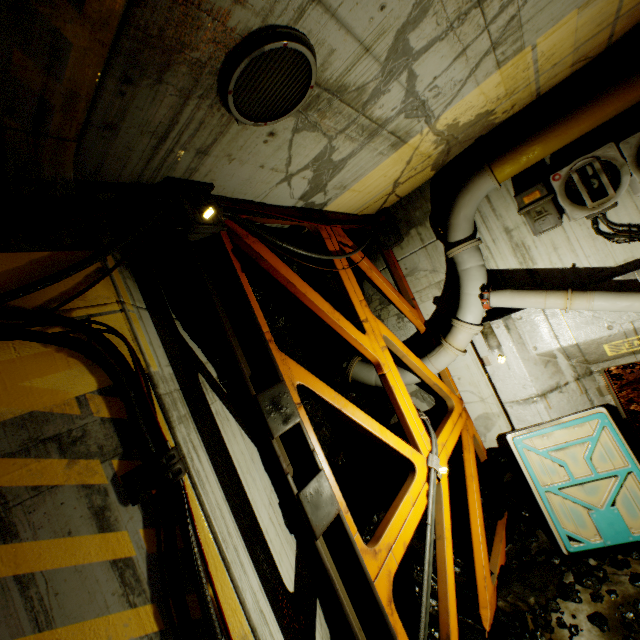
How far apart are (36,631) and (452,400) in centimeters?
662cm

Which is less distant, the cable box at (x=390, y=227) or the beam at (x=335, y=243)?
the beam at (x=335, y=243)

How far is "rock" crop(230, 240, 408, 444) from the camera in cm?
447

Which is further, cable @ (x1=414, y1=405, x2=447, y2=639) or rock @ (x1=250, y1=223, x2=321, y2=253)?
rock @ (x1=250, y1=223, x2=321, y2=253)

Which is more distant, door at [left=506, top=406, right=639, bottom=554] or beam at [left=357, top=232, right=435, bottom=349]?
beam at [left=357, top=232, right=435, bottom=349]

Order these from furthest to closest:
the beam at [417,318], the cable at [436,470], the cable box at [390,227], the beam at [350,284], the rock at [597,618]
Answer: the cable box at [390,227] < the beam at [417,318] < the rock at [597,618] < the cable at [436,470] < the beam at [350,284]

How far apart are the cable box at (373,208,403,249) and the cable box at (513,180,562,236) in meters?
2.2 m

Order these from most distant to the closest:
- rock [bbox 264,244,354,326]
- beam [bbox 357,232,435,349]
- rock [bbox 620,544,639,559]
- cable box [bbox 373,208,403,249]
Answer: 1. cable box [bbox 373,208,403,249]
2. beam [bbox 357,232,435,349]
3. rock [bbox 264,244,354,326]
4. rock [bbox 620,544,639,559]
